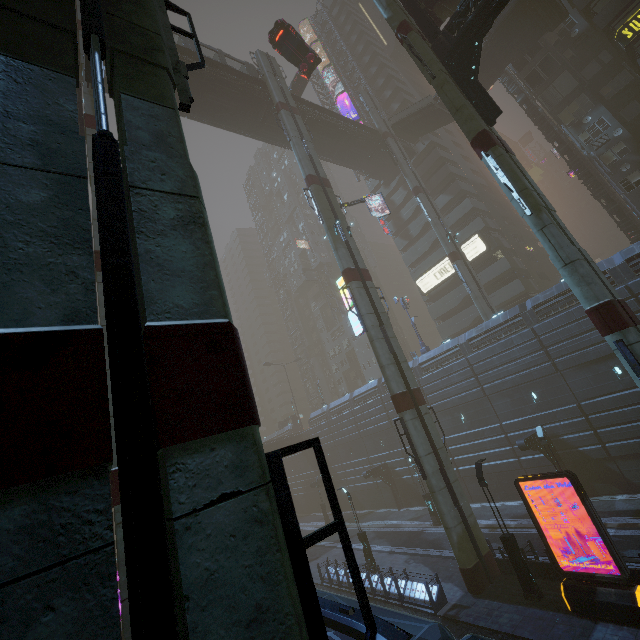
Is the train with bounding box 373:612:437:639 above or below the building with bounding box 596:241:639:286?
below

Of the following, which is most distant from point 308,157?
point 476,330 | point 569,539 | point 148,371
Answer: point 569,539

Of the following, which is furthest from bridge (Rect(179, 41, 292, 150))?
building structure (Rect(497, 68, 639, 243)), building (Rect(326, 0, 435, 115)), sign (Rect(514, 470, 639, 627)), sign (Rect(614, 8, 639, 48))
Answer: sign (Rect(514, 470, 639, 627))

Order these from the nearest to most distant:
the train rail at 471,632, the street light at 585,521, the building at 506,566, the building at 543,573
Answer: the train rail at 471,632 < the building at 543,573 < the building at 506,566 < the street light at 585,521

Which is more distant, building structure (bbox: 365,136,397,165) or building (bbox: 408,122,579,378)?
building structure (bbox: 365,136,397,165)

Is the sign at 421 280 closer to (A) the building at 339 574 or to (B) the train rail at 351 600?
(A) the building at 339 574

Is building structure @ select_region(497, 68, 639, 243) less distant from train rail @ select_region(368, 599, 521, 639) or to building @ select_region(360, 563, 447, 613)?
building @ select_region(360, 563, 447, 613)

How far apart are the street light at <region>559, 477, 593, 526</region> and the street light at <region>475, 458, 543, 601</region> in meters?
6.7
